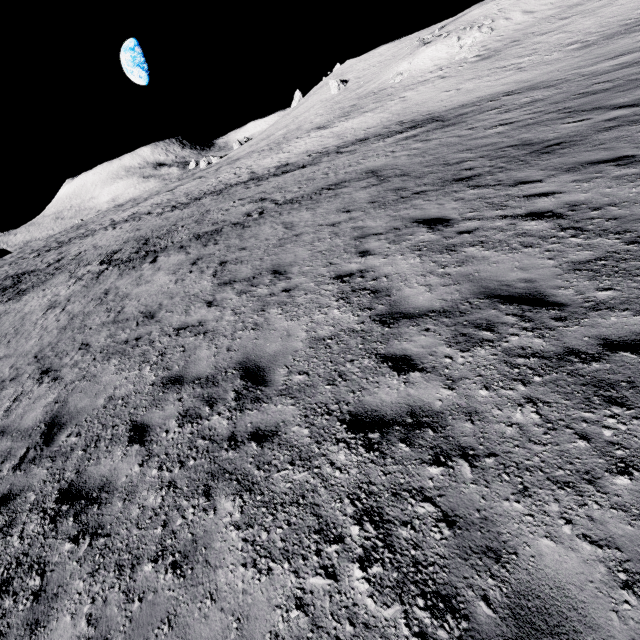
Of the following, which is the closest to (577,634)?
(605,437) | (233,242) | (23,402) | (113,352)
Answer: (605,437)
